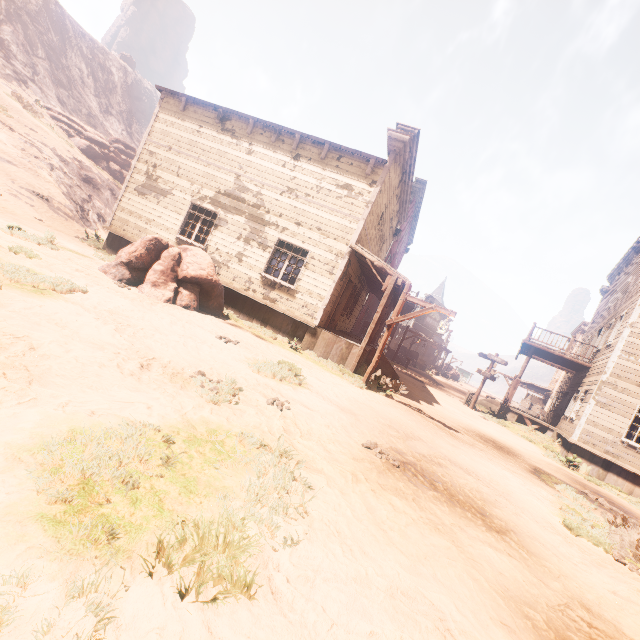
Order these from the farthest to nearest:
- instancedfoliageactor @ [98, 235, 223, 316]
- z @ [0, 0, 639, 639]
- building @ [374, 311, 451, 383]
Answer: building @ [374, 311, 451, 383] → instancedfoliageactor @ [98, 235, 223, 316] → z @ [0, 0, 639, 639]

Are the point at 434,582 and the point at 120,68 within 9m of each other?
no

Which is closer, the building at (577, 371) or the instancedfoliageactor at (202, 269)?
the instancedfoliageactor at (202, 269)

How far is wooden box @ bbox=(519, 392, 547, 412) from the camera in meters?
37.4 m

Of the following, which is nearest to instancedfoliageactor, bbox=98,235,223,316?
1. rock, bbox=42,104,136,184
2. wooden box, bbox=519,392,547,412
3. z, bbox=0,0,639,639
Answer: z, bbox=0,0,639,639

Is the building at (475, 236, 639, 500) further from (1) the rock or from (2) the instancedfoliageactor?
(1) the rock

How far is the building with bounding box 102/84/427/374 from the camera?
11.3m

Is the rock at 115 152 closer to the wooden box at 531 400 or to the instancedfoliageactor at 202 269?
the instancedfoliageactor at 202 269
